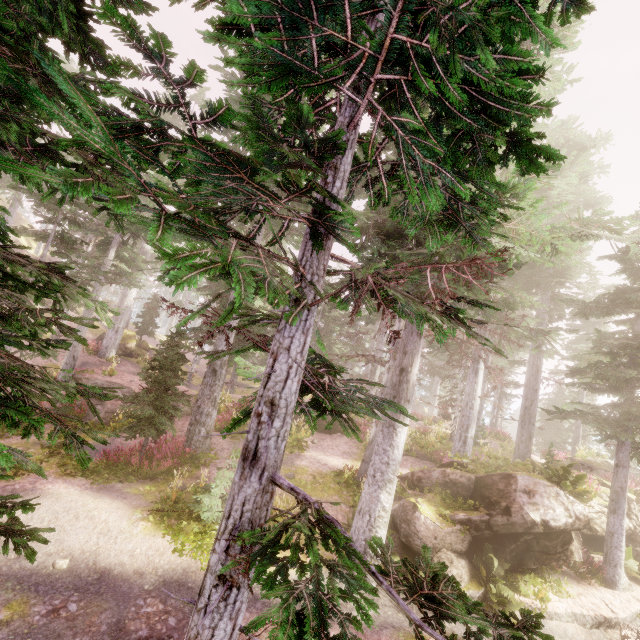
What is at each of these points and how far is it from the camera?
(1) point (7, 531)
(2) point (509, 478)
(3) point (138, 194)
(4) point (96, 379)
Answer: (1) instancedfoliageactor, 3.02m
(2) rock, 11.80m
(3) instancedfoliageactor, 3.94m
(4) rock, 18.70m

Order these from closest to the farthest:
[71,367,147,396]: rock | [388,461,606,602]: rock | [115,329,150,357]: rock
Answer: [388,461,606,602]: rock < [71,367,147,396]: rock < [115,329,150,357]: rock

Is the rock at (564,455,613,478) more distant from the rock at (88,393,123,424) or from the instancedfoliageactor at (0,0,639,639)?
the rock at (88,393,123,424)

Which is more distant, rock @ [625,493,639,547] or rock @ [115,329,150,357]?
rock @ [115,329,150,357]

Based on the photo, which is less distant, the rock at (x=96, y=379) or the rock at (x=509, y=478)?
the rock at (x=509, y=478)

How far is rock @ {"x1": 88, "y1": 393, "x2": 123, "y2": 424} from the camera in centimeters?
1650cm

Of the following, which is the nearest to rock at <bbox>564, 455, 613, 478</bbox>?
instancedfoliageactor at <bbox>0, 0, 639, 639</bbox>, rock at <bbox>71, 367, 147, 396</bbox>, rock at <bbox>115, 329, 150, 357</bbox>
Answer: instancedfoliageactor at <bbox>0, 0, 639, 639</bbox>

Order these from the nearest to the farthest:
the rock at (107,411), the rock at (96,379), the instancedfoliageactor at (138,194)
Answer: the instancedfoliageactor at (138,194)
the rock at (107,411)
the rock at (96,379)
